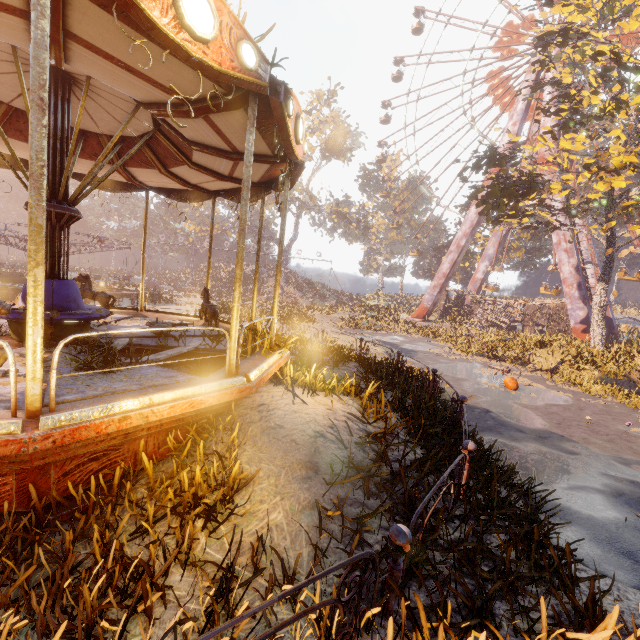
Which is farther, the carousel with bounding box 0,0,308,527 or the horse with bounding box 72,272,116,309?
the horse with bounding box 72,272,116,309

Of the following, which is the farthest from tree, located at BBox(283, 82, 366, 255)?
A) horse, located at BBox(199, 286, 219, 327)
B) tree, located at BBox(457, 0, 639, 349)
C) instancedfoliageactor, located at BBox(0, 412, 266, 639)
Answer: instancedfoliageactor, located at BBox(0, 412, 266, 639)

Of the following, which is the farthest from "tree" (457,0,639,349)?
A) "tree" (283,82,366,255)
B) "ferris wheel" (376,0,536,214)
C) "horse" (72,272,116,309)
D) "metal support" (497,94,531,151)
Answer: "tree" (283,82,366,255)

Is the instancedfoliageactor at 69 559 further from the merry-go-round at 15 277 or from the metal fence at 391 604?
the merry-go-round at 15 277

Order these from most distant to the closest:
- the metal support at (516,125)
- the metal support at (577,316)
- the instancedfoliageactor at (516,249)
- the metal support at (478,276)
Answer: the instancedfoliageactor at (516,249) → the metal support at (478,276) → the metal support at (516,125) → the metal support at (577,316)

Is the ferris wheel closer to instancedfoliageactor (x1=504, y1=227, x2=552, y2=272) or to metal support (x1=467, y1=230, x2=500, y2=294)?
metal support (x1=467, y1=230, x2=500, y2=294)

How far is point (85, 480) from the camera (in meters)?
3.03

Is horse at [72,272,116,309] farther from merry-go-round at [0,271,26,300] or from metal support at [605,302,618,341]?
metal support at [605,302,618,341]
